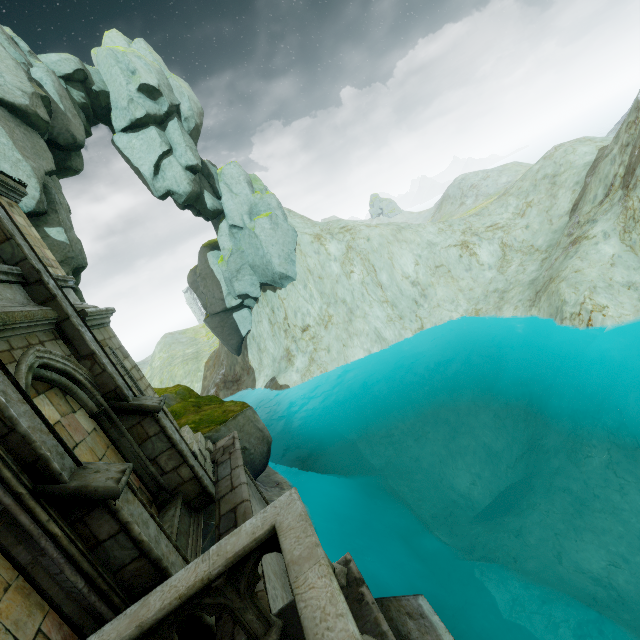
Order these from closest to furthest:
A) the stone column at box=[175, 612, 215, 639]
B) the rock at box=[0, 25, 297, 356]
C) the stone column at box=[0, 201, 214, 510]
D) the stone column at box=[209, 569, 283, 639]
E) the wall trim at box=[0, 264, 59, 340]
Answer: the stone column at box=[209, 569, 283, 639] → the stone column at box=[175, 612, 215, 639] → the wall trim at box=[0, 264, 59, 340] → the stone column at box=[0, 201, 214, 510] → the rock at box=[0, 25, 297, 356]

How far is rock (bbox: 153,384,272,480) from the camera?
13.3 meters

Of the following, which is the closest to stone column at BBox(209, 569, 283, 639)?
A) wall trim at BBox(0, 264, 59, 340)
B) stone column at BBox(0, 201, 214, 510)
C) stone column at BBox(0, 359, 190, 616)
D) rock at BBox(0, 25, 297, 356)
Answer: stone column at BBox(0, 359, 190, 616)

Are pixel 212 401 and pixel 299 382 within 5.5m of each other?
no

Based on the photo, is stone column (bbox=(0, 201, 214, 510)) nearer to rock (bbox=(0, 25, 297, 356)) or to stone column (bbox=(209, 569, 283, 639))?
rock (bbox=(0, 25, 297, 356))

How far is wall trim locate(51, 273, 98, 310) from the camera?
7.5m

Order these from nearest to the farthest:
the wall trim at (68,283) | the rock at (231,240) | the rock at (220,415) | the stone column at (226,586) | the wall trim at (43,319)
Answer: the stone column at (226,586) < the wall trim at (43,319) < the wall trim at (68,283) < the rock at (220,415) < the rock at (231,240)

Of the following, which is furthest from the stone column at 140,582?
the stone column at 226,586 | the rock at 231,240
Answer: the rock at 231,240
